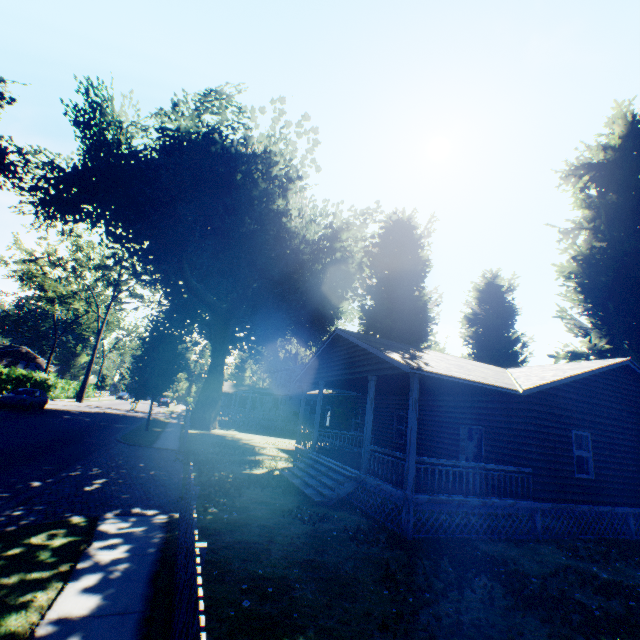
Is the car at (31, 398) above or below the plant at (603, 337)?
below

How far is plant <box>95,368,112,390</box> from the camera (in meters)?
52.26

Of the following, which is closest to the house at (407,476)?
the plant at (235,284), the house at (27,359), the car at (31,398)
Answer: the plant at (235,284)

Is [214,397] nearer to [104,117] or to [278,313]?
[278,313]

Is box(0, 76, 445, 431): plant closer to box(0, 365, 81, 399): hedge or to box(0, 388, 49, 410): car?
box(0, 365, 81, 399): hedge

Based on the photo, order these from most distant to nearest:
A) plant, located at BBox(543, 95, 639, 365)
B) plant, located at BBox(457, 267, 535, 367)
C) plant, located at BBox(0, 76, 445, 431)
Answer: plant, located at BBox(457, 267, 535, 367), plant, located at BBox(0, 76, 445, 431), plant, located at BBox(543, 95, 639, 365)

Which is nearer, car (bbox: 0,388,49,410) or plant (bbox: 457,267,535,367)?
car (bbox: 0,388,49,410)
